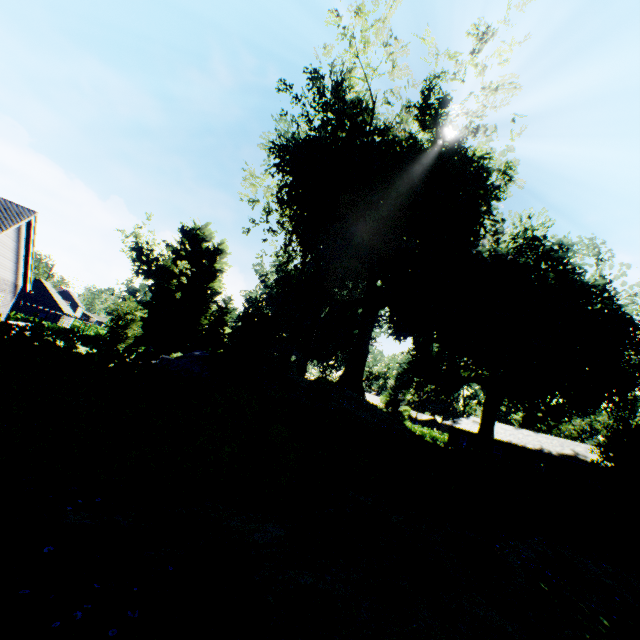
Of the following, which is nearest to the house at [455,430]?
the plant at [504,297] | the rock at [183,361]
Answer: the plant at [504,297]

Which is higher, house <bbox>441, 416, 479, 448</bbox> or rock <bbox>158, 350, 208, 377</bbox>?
house <bbox>441, 416, 479, 448</bbox>

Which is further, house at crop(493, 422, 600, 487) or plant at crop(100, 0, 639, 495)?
house at crop(493, 422, 600, 487)

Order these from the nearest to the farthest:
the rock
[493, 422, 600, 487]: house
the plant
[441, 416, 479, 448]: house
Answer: the plant, the rock, [493, 422, 600, 487]: house, [441, 416, 479, 448]: house

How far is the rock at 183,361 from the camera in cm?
1784

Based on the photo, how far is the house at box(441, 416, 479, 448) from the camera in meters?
43.9

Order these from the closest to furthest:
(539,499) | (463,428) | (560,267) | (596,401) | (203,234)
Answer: (539,499) → (596,401) → (560,267) → (463,428) → (203,234)
